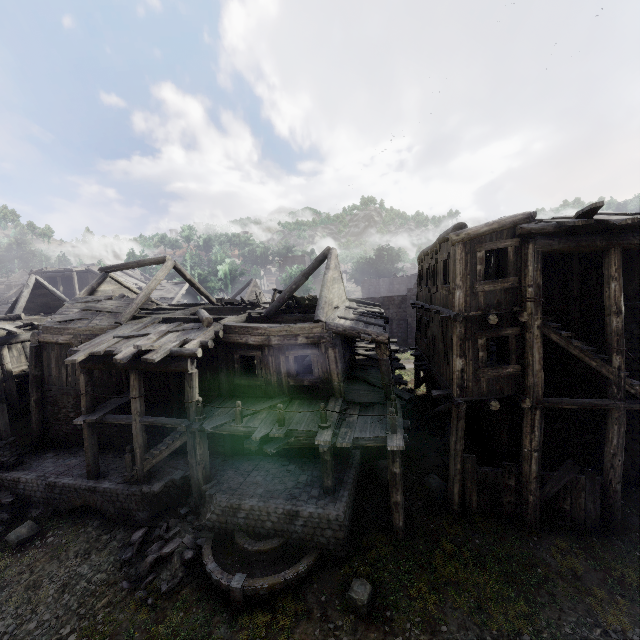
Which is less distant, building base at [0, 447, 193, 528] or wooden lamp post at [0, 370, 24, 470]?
building base at [0, 447, 193, 528]

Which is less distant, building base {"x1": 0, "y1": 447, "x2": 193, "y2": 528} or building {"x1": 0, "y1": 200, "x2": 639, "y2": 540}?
building {"x1": 0, "y1": 200, "x2": 639, "y2": 540}

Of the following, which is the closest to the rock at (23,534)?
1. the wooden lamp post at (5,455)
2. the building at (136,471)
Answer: the building at (136,471)

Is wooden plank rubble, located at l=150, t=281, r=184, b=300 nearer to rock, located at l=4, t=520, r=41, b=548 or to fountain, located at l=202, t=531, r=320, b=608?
rock, located at l=4, t=520, r=41, b=548

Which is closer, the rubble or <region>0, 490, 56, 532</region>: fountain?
the rubble

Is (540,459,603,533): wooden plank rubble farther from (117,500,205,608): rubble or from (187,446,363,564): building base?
(117,500,205,608): rubble

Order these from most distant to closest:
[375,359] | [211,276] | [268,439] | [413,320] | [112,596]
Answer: [211,276] < [413,320] < [375,359] < [268,439] < [112,596]

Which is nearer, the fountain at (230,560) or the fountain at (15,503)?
the fountain at (230,560)
